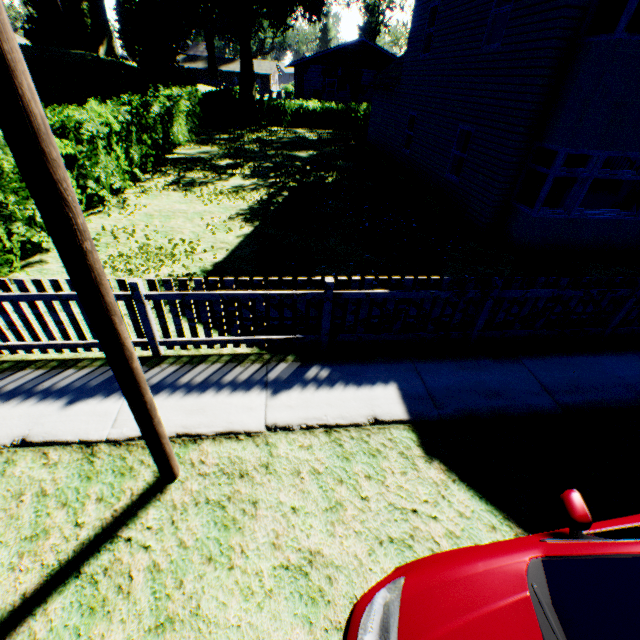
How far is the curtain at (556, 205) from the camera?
8.23m

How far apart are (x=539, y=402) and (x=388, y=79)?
19.1m

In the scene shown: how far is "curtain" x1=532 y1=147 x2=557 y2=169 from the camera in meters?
8.0 m

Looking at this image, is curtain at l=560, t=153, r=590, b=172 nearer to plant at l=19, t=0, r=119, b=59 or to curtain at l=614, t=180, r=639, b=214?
curtain at l=614, t=180, r=639, b=214

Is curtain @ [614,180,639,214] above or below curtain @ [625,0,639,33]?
below

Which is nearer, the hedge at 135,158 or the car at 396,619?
the car at 396,619

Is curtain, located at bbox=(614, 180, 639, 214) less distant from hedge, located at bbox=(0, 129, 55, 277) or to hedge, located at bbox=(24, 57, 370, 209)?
hedge, located at bbox=(0, 129, 55, 277)

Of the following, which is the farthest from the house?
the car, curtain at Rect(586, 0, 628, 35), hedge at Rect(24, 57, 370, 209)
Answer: the car
